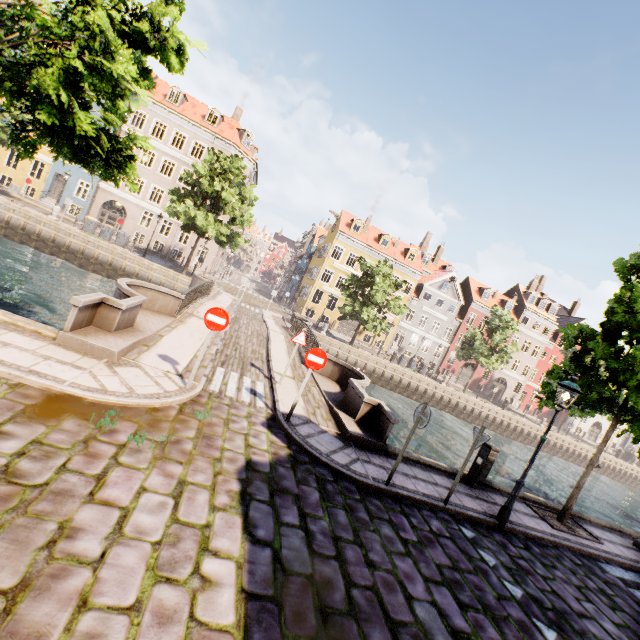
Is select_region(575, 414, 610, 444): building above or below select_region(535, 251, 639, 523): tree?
below

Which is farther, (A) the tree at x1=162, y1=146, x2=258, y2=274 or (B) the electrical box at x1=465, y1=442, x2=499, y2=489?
(A) the tree at x1=162, y1=146, x2=258, y2=274

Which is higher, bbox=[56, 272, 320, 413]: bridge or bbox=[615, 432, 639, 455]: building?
bbox=[615, 432, 639, 455]: building

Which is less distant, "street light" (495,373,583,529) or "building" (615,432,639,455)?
"street light" (495,373,583,529)

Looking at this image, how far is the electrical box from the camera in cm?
883

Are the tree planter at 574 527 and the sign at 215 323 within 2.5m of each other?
no

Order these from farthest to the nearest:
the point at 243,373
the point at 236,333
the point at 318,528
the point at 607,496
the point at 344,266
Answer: the point at 344,266 → the point at 607,496 → the point at 236,333 → the point at 243,373 → the point at 318,528

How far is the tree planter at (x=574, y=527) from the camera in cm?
879
